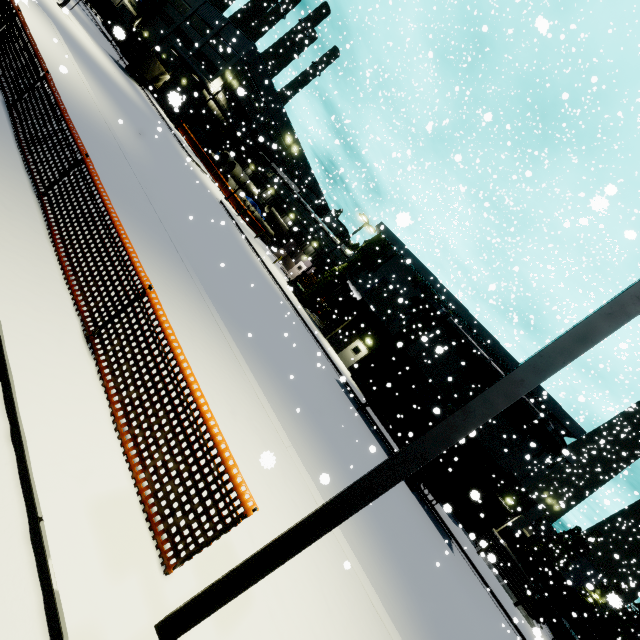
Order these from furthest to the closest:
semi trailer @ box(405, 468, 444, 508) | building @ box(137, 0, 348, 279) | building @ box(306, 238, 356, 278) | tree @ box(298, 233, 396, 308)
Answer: building @ box(137, 0, 348, 279) < building @ box(306, 238, 356, 278) < tree @ box(298, 233, 396, 308) < semi trailer @ box(405, 468, 444, 508)

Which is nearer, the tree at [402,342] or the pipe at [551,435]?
the pipe at [551,435]

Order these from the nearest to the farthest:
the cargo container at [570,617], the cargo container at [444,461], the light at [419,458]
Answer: the light at [419,458] → the cargo container at [444,461] → the cargo container at [570,617]

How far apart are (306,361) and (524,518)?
32.07m

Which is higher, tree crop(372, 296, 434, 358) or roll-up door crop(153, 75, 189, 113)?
tree crop(372, 296, 434, 358)

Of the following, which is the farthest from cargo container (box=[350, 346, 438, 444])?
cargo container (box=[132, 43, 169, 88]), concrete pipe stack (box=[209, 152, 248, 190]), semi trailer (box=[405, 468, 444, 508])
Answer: cargo container (box=[132, 43, 169, 88])

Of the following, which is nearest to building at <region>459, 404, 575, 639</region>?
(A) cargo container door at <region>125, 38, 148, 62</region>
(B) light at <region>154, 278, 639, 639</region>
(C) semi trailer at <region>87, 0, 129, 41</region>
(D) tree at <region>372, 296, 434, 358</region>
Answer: (D) tree at <region>372, 296, 434, 358</region>

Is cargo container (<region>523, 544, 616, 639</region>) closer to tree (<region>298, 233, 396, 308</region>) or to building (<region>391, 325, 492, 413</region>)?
building (<region>391, 325, 492, 413</region>)
